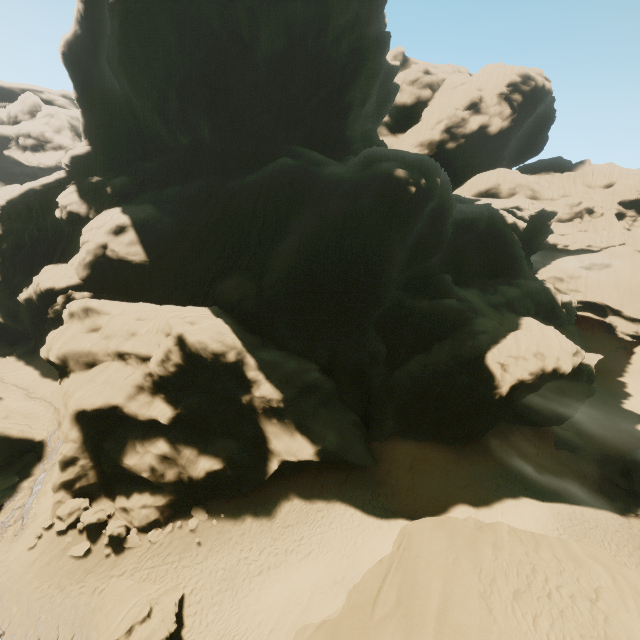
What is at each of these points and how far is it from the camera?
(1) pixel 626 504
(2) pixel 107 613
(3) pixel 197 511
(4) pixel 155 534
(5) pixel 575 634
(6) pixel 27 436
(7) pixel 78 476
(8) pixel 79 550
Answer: (1) rock, 25.1 meters
(2) rock, 15.9 meters
(3) rock, 21.7 meters
(4) rock, 20.0 meters
(5) rock, 8.3 meters
(6) rock, 25.2 meters
(7) rock, 20.6 meters
(8) rock, 18.4 meters

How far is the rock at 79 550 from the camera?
18.3m

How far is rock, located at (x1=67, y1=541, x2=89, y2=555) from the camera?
18.28m

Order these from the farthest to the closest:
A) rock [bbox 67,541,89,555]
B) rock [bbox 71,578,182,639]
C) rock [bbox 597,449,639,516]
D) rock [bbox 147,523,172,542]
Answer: rock [bbox 597,449,639,516] → rock [bbox 147,523,172,542] → rock [bbox 67,541,89,555] → rock [bbox 71,578,182,639]

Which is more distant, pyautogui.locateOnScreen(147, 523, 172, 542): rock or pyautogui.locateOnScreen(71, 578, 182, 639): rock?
pyautogui.locateOnScreen(147, 523, 172, 542): rock
